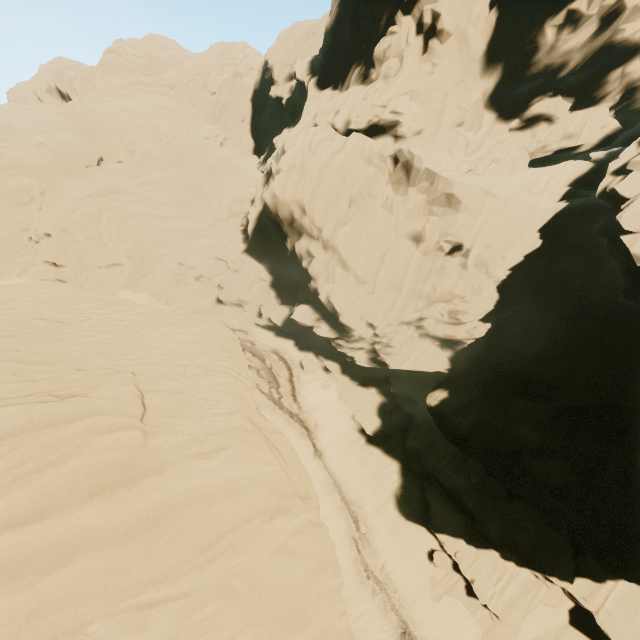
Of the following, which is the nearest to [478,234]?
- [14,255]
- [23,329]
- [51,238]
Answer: [23,329]
